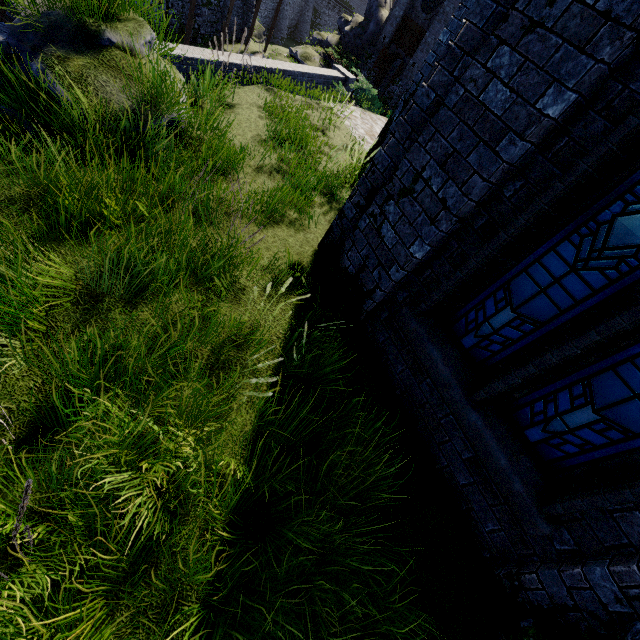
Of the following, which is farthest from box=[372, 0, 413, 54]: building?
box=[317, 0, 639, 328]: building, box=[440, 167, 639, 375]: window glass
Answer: box=[440, 167, 639, 375]: window glass

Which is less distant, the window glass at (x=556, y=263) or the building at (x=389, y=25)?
the window glass at (x=556, y=263)

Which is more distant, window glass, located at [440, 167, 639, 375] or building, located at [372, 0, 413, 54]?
building, located at [372, 0, 413, 54]

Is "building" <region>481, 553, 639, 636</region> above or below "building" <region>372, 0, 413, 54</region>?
A: below

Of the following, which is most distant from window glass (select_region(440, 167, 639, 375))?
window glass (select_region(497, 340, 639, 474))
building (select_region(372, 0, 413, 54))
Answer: building (select_region(372, 0, 413, 54))

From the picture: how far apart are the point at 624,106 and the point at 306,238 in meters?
3.7

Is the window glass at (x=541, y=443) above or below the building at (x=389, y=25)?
below
